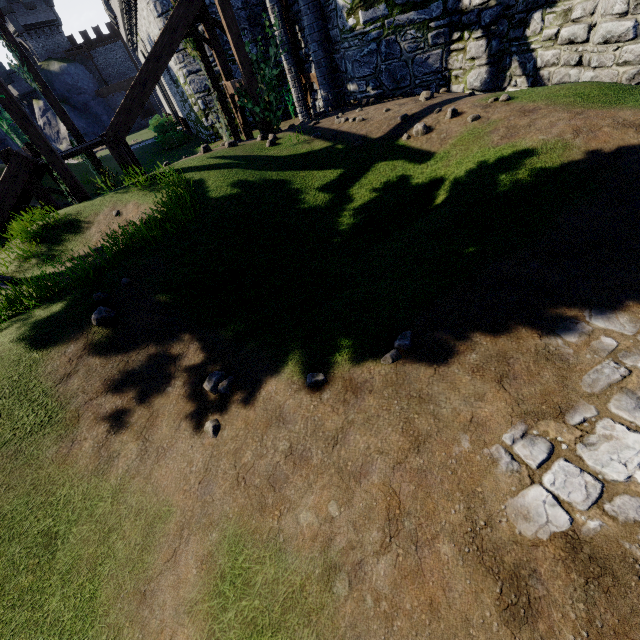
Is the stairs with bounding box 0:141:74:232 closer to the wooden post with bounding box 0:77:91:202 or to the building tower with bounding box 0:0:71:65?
the wooden post with bounding box 0:77:91:202

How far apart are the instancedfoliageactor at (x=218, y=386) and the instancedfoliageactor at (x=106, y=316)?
2.1 meters

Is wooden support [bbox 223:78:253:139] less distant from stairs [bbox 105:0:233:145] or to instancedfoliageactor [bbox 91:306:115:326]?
stairs [bbox 105:0:233:145]

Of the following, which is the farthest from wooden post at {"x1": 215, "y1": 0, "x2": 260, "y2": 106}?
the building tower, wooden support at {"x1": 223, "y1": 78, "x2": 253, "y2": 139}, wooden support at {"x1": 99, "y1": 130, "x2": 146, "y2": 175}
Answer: the building tower

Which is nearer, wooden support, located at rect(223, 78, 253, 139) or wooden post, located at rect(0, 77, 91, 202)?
wooden post, located at rect(0, 77, 91, 202)

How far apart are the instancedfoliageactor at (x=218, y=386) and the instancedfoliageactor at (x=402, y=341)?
1.8 meters

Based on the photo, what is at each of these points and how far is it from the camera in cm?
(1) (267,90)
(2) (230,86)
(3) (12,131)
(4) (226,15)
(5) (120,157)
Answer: (1) ivy, 1019
(2) wooden support, 1273
(3) tree, 4262
(4) wooden post, 888
(5) wooden support, 1039

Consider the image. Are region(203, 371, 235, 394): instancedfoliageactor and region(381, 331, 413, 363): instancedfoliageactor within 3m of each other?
yes
